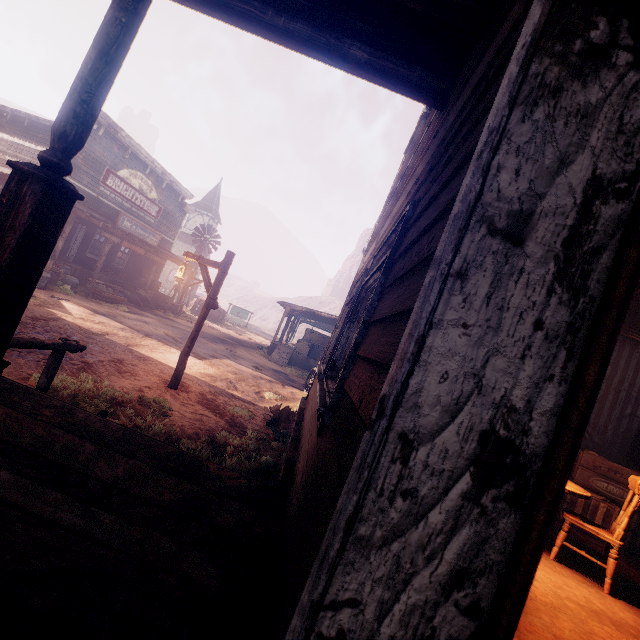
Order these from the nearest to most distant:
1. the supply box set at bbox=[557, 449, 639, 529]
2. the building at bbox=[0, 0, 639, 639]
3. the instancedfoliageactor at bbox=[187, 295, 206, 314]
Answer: the building at bbox=[0, 0, 639, 639]
the supply box set at bbox=[557, 449, 639, 529]
the instancedfoliageactor at bbox=[187, 295, 206, 314]

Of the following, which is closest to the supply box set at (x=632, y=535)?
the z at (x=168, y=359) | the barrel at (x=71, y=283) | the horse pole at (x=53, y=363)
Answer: the z at (x=168, y=359)

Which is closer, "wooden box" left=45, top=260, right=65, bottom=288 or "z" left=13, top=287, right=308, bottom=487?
"z" left=13, top=287, right=308, bottom=487

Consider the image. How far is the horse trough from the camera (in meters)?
15.05

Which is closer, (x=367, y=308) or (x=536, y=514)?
(x=536, y=514)

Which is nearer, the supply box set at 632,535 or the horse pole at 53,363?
the horse pole at 53,363

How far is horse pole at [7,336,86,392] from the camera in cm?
398

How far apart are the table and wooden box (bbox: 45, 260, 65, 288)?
15.19m
